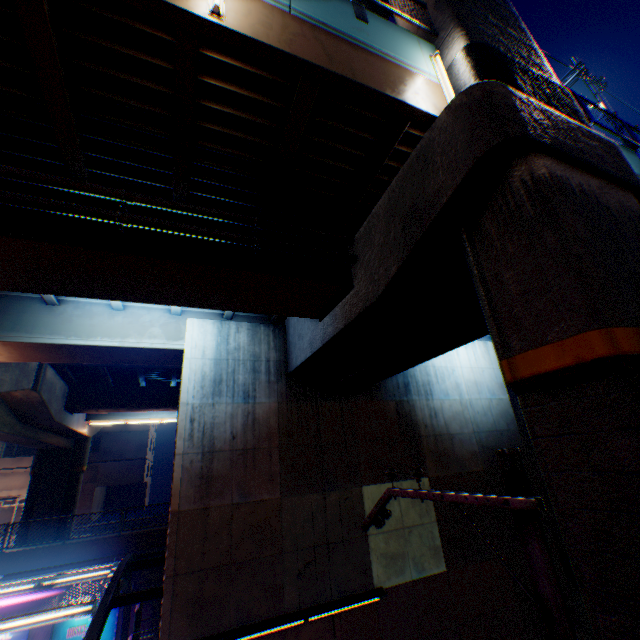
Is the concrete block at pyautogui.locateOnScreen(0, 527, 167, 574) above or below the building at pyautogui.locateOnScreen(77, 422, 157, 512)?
below

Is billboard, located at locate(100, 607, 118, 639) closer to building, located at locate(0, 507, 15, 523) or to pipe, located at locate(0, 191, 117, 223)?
pipe, located at locate(0, 191, 117, 223)

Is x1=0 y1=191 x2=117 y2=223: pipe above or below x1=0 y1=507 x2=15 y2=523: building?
above

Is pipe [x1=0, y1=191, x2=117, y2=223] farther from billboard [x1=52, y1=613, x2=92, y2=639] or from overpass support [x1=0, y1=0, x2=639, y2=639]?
billboard [x1=52, y1=613, x2=92, y2=639]

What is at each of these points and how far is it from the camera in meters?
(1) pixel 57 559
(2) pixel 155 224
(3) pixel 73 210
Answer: (1) concrete block, 16.1
(2) pipe, 6.1
(3) pipe, 5.6

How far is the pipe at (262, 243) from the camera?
6.95m

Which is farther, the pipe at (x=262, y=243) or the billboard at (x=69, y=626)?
the billboard at (x=69, y=626)
